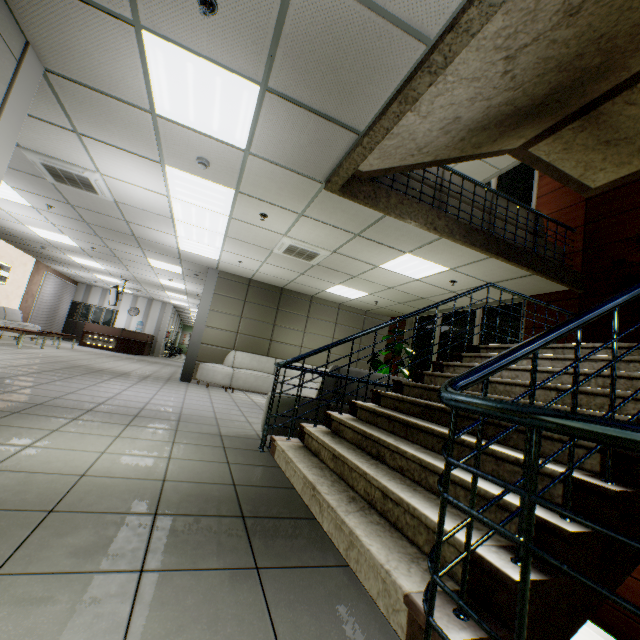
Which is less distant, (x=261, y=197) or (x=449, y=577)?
(x=449, y=577)

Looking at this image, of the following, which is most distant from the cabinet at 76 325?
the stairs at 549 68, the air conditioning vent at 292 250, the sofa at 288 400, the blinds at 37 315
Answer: the stairs at 549 68

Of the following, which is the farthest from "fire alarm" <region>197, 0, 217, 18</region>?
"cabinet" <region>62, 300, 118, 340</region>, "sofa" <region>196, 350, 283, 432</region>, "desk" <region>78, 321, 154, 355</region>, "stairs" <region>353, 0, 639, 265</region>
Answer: "cabinet" <region>62, 300, 118, 340</region>

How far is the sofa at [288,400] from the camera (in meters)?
3.87

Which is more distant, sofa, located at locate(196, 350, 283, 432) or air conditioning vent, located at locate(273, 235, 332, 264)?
sofa, located at locate(196, 350, 283, 432)

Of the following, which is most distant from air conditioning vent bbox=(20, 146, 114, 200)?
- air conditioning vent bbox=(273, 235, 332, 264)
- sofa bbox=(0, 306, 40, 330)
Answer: sofa bbox=(0, 306, 40, 330)

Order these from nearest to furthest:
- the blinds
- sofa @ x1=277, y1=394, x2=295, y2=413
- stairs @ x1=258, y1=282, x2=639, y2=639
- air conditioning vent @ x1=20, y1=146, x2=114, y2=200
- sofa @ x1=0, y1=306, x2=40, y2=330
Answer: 1. stairs @ x1=258, y1=282, x2=639, y2=639
2. sofa @ x1=277, y1=394, x2=295, y2=413
3. air conditioning vent @ x1=20, y1=146, x2=114, y2=200
4. sofa @ x1=0, y1=306, x2=40, y2=330
5. the blinds

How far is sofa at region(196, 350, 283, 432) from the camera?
8.3 meters
